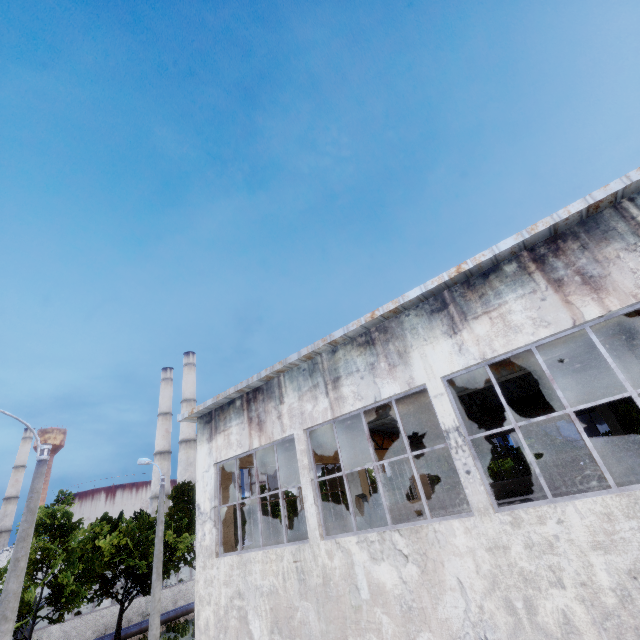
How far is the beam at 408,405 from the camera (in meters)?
10.06

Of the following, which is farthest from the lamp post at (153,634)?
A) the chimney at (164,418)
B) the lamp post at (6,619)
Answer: the chimney at (164,418)

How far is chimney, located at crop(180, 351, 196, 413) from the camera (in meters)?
50.14

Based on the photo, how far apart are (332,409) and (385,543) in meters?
3.1 m

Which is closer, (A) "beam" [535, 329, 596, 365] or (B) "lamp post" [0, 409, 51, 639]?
(B) "lamp post" [0, 409, 51, 639]

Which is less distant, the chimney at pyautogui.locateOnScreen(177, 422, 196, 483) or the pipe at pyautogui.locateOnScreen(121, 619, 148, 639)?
the pipe at pyautogui.locateOnScreen(121, 619, 148, 639)

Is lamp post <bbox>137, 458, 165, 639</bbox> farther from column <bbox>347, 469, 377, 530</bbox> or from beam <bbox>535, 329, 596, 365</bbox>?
column <bbox>347, 469, 377, 530</bbox>

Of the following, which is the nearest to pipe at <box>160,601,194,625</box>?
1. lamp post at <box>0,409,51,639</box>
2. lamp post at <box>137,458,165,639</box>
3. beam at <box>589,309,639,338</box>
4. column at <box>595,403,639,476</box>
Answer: lamp post at <box>137,458,165,639</box>
